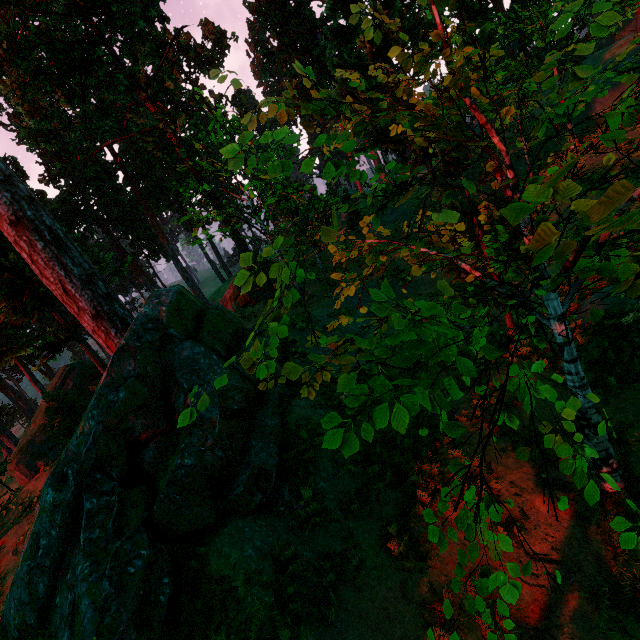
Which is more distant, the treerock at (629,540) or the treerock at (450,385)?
the treerock at (450,385)

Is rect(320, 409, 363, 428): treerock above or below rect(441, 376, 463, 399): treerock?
above

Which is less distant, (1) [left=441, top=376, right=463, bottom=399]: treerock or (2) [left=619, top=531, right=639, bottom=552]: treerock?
(2) [left=619, top=531, right=639, bottom=552]: treerock

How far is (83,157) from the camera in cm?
3456
